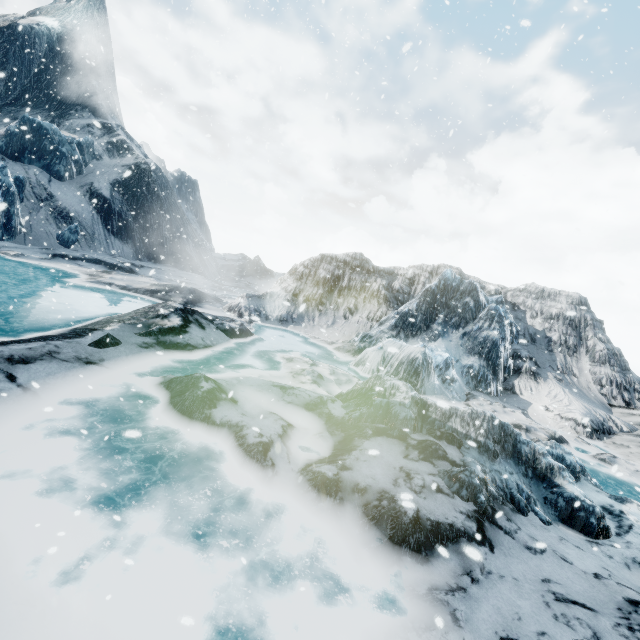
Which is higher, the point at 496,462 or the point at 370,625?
the point at 496,462
